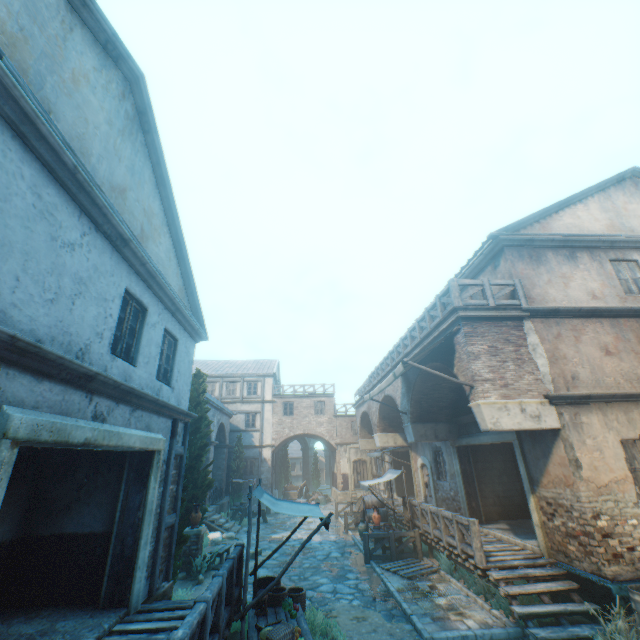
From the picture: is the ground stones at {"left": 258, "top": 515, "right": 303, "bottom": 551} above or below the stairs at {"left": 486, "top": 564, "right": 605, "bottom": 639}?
below

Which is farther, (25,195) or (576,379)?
(576,379)

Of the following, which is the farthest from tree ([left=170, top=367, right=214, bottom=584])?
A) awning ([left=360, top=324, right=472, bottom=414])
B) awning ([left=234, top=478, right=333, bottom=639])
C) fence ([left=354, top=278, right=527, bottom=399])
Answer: fence ([left=354, top=278, right=527, bottom=399])

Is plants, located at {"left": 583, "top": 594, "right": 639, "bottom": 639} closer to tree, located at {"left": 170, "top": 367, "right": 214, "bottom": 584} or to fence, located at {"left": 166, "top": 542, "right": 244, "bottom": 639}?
fence, located at {"left": 166, "top": 542, "right": 244, "bottom": 639}

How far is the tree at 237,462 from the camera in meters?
25.7

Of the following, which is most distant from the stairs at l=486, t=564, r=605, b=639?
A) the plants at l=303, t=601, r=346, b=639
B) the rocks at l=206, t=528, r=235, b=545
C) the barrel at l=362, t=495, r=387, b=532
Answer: the rocks at l=206, t=528, r=235, b=545

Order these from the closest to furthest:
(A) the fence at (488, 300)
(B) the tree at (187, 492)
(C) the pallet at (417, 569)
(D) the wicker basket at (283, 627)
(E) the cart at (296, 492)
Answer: (D) the wicker basket at (283, 627) → (B) the tree at (187, 492) → (A) the fence at (488, 300) → (C) the pallet at (417, 569) → (E) the cart at (296, 492)

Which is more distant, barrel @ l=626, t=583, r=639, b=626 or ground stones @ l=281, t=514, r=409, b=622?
ground stones @ l=281, t=514, r=409, b=622
